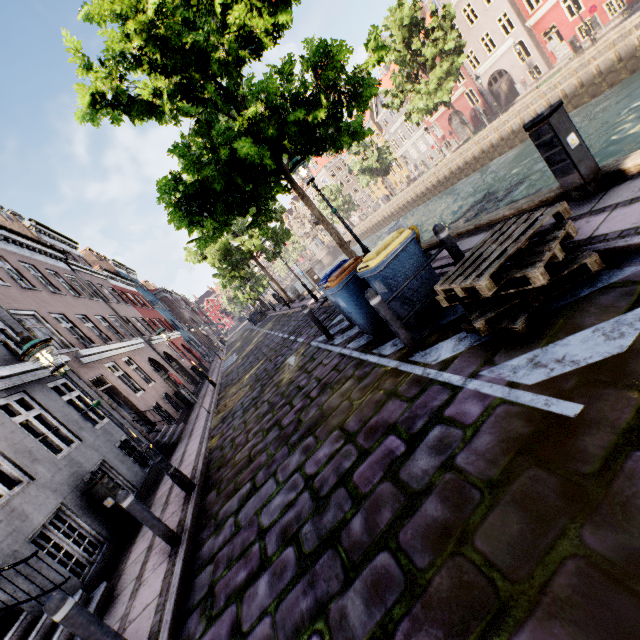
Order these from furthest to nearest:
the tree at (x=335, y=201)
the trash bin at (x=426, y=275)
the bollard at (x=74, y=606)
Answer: the tree at (x=335, y=201) → the trash bin at (x=426, y=275) → the bollard at (x=74, y=606)

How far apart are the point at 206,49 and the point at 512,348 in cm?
794

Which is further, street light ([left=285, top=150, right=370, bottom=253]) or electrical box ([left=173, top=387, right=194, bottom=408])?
electrical box ([left=173, top=387, right=194, bottom=408])

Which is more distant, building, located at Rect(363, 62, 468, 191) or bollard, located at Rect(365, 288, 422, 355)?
building, located at Rect(363, 62, 468, 191)

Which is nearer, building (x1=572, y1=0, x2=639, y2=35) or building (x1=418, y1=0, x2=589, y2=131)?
building (x1=572, y1=0, x2=639, y2=35)

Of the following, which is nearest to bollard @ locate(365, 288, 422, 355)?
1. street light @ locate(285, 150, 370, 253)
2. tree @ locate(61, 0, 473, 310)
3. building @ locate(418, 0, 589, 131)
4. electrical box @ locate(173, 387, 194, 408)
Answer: street light @ locate(285, 150, 370, 253)

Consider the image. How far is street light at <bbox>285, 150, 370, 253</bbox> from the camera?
7.1m

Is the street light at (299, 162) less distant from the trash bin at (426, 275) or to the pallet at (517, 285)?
the trash bin at (426, 275)
